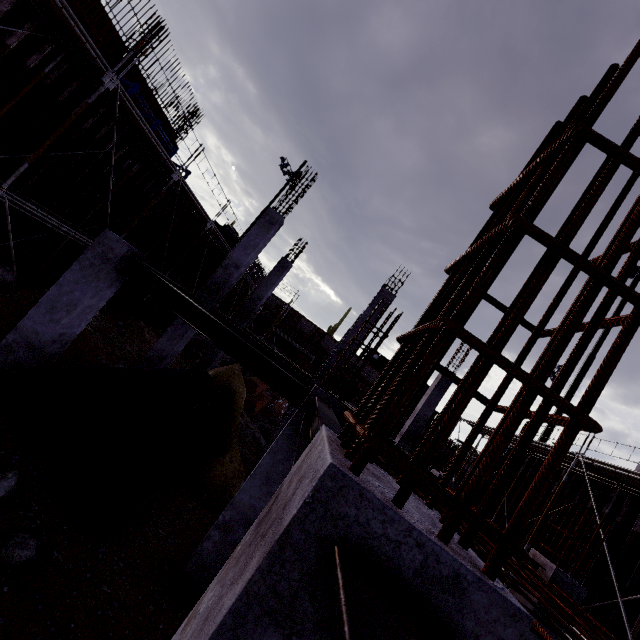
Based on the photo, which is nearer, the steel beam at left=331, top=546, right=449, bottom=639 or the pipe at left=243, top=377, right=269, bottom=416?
the steel beam at left=331, top=546, right=449, bottom=639

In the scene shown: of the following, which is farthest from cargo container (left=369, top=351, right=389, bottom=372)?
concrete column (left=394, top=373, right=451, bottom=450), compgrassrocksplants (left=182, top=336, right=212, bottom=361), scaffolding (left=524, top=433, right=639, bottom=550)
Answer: concrete column (left=394, top=373, right=451, bottom=450)

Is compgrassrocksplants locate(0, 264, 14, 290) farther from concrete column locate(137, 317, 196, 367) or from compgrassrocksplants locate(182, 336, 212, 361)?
compgrassrocksplants locate(182, 336, 212, 361)

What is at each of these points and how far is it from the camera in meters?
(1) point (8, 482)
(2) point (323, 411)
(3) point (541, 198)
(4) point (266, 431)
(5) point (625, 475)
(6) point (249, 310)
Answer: (1) compgrassrocksplants, 4.4
(2) steel beam, 3.9
(3) rebar, 1.0
(4) compgrassrocksplants, 19.5
(5) scaffolding, 8.8
(6) concrete column, 16.1

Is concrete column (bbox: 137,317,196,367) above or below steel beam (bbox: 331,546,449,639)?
below

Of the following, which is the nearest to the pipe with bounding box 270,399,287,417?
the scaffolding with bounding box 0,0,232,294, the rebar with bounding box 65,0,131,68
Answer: the scaffolding with bounding box 0,0,232,294

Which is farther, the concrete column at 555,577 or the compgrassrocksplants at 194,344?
the compgrassrocksplants at 194,344

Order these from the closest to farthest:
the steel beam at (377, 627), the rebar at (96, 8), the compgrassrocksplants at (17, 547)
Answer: the steel beam at (377, 627), the compgrassrocksplants at (17, 547), the rebar at (96, 8)
